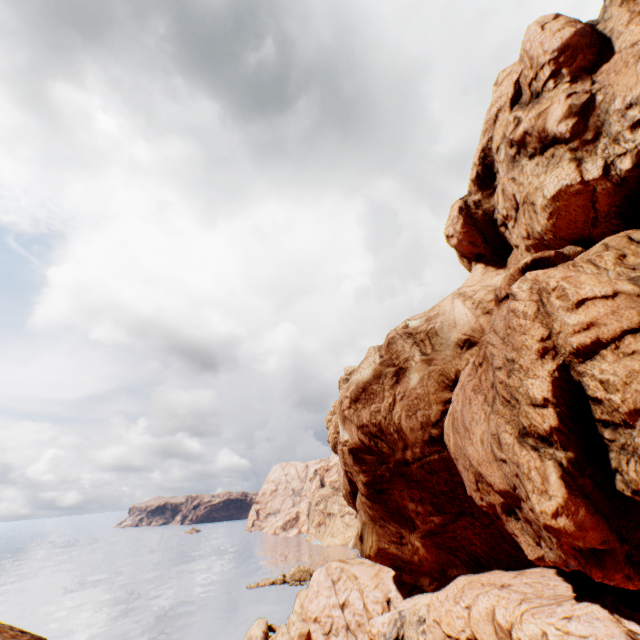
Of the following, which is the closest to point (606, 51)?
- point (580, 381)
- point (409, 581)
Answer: point (580, 381)
